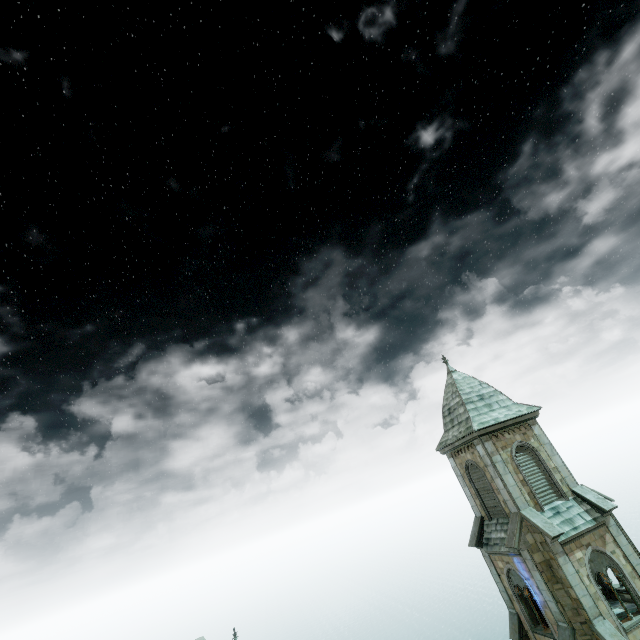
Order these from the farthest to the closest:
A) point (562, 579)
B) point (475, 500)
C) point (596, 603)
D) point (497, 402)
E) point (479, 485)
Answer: point (497, 402) → point (475, 500) → point (479, 485) → point (562, 579) → point (596, 603)
